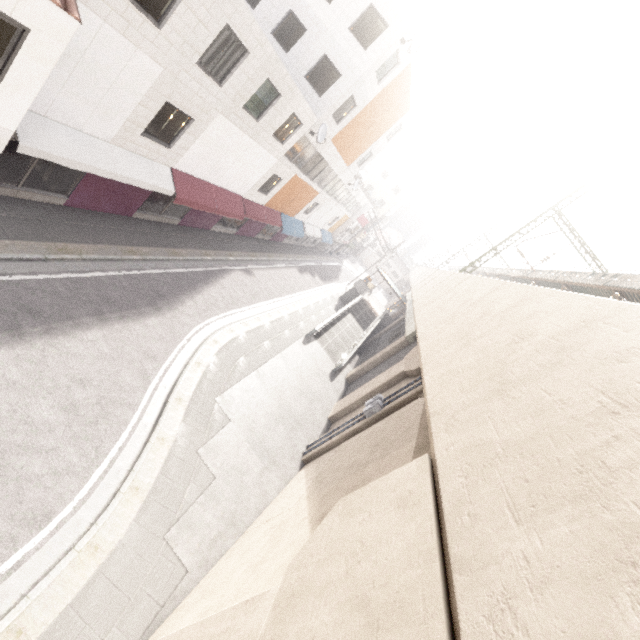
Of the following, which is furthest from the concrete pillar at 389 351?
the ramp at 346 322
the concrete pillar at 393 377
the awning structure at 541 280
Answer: the awning structure at 541 280

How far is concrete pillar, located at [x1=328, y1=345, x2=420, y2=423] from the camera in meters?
15.8 m

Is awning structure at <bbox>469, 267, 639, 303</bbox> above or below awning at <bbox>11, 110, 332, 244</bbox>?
above

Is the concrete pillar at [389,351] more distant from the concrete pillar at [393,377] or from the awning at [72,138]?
the awning at [72,138]

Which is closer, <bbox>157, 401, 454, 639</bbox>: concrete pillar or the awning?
<bbox>157, 401, 454, 639</bbox>: concrete pillar

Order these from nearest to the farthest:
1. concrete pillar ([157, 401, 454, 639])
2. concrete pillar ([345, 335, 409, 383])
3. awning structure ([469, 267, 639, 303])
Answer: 1. concrete pillar ([157, 401, 454, 639])
2. awning structure ([469, 267, 639, 303])
3. concrete pillar ([345, 335, 409, 383])

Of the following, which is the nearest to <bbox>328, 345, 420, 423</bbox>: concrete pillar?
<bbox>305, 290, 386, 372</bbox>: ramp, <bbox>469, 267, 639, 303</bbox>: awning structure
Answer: <bbox>305, 290, 386, 372</bbox>: ramp

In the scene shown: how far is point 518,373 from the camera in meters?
4.2
